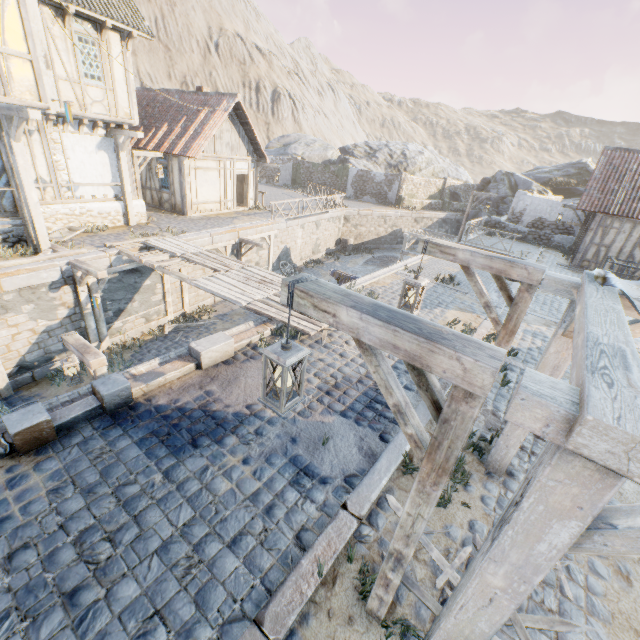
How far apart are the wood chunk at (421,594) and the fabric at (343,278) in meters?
8.9 m

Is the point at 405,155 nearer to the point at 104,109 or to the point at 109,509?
the point at 104,109

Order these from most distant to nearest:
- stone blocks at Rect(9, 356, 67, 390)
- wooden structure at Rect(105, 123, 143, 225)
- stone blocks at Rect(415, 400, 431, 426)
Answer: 1. wooden structure at Rect(105, 123, 143, 225)
2. stone blocks at Rect(9, 356, 67, 390)
3. stone blocks at Rect(415, 400, 431, 426)

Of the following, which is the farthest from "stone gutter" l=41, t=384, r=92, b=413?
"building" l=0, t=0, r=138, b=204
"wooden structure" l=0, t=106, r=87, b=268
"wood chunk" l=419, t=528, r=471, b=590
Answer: "building" l=0, t=0, r=138, b=204

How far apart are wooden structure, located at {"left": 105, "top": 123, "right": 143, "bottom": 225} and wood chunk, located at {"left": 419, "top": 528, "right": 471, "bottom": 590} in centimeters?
1450cm

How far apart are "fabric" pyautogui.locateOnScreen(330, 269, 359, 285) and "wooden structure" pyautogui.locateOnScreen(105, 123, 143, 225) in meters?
8.9 m

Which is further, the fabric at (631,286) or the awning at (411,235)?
the awning at (411,235)

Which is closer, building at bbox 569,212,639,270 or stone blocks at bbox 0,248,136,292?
stone blocks at bbox 0,248,136,292
